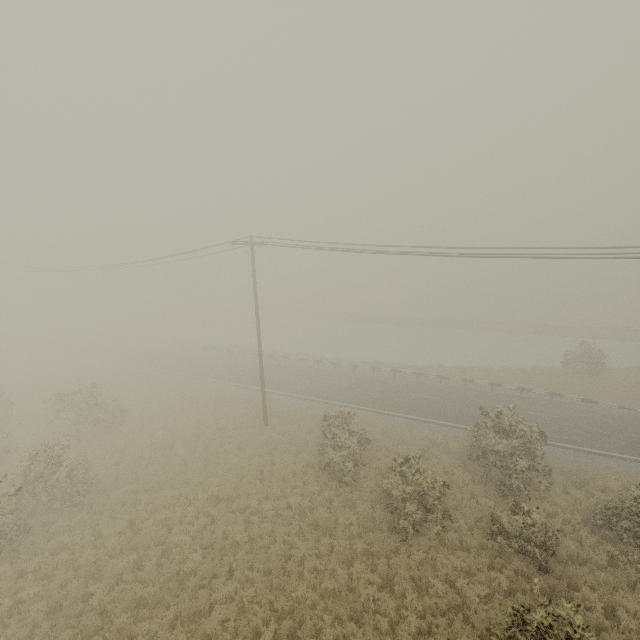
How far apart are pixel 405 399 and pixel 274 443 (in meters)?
11.02
